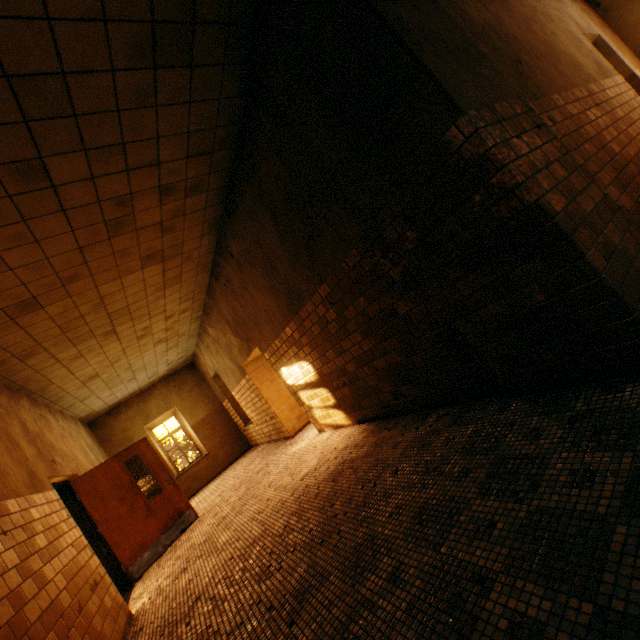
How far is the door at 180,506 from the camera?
5.6m

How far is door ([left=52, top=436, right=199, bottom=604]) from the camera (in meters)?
5.63

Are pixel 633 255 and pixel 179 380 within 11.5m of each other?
no
